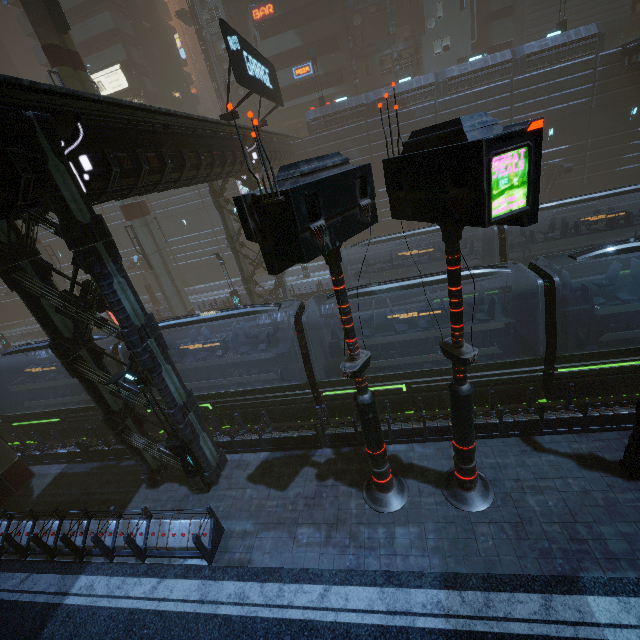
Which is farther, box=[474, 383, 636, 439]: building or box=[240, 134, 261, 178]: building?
box=[240, 134, 261, 178]: building

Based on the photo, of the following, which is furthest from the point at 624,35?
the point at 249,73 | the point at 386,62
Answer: the point at 249,73

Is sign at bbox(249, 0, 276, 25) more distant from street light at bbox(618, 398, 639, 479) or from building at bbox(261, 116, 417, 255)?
street light at bbox(618, 398, 639, 479)

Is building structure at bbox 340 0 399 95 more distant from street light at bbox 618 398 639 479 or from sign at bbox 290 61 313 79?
street light at bbox 618 398 639 479

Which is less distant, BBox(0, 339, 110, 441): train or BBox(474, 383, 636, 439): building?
BBox(474, 383, 636, 439): building

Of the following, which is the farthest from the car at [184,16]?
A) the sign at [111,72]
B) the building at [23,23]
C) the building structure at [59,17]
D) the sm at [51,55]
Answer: the sign at [111,72]

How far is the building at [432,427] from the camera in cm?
1098
